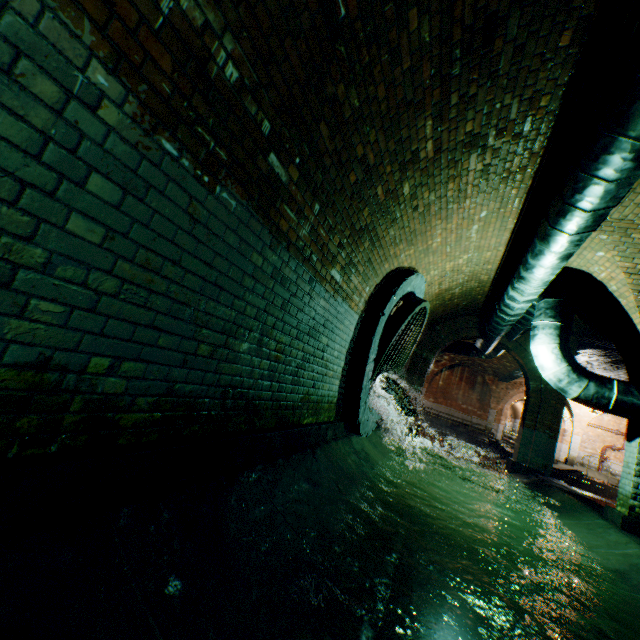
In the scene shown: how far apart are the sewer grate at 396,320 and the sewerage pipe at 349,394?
0.0m

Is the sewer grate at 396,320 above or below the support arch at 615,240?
below

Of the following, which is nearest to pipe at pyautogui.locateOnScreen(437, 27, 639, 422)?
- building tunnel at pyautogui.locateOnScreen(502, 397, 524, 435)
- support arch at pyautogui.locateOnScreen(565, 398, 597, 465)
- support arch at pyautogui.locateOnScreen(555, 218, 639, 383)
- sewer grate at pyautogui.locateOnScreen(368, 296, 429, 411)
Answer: support arch at pyautogui.locateOnScreen(555, 218, 639, 383)

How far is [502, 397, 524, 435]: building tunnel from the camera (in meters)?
33.97

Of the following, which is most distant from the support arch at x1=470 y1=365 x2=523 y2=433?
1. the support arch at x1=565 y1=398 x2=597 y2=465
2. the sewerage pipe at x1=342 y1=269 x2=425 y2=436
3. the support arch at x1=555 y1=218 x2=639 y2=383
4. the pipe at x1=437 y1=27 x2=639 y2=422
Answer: the sewerage pipe at x1=342 y1=269 x2=425 y2=436

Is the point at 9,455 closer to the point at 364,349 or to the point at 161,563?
the point at 161,563

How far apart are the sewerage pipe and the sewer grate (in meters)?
0.01

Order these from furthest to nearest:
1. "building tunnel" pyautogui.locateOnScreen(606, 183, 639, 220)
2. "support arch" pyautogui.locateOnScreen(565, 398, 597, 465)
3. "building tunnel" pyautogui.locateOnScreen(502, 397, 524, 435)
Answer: "building tunnel" pyautogui.locateOnScreen(502, 397, 524, 435), "support arch" pyautogui.locateOnScreen(565, 398, 597, 465), "building tunnel" pyautogui.locateOnScreen(606, 183, 639, 220)
